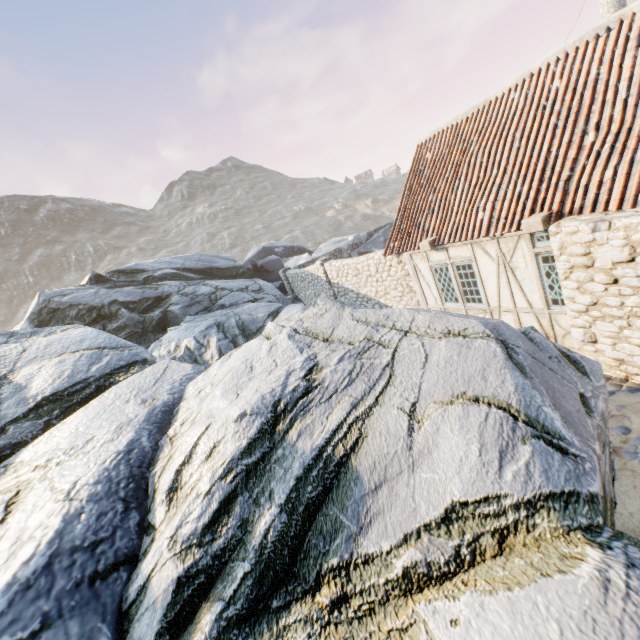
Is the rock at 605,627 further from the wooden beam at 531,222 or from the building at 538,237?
the wooden beam at 531,222

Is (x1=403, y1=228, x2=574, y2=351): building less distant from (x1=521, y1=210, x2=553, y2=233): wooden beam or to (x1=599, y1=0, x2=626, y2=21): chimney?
(x1=521, y1=210, x2=553, y2=233): wooden beam

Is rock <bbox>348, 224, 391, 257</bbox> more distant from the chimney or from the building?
the chimney

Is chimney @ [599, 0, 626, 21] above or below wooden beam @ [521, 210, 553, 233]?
above

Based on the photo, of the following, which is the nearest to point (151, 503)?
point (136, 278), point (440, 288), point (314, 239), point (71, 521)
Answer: point (71, 521)

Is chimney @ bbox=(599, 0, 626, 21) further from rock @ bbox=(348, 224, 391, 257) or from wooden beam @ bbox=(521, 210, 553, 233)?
wooden beam @ bbox=(521, 210, 553, 233)

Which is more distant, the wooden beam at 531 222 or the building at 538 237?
the building at 538 237

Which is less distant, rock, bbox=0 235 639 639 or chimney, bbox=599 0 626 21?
rock, bbox=0 235 639 639
